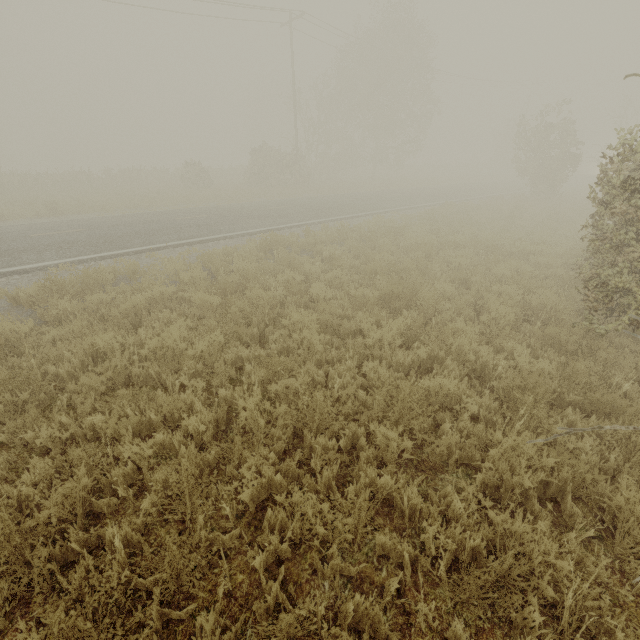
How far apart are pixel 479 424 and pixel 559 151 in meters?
25.7
